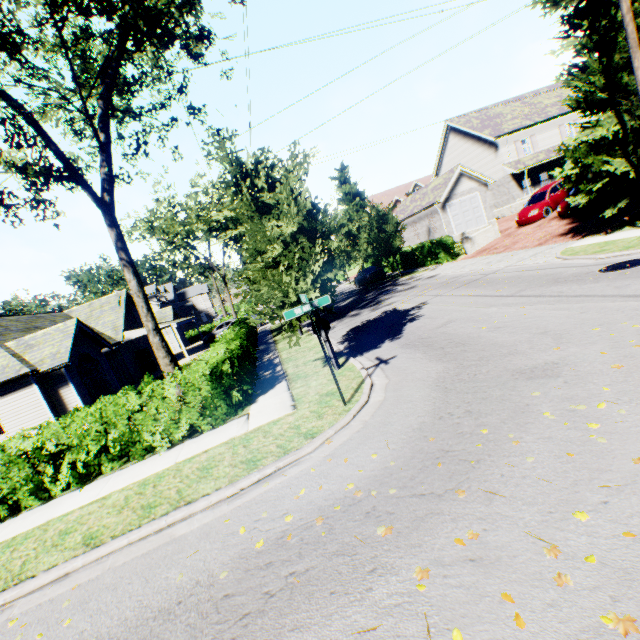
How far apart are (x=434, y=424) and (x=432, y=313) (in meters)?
7.30

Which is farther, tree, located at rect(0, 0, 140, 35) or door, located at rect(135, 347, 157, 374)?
door, located at rect(135, 347, 157, 374)

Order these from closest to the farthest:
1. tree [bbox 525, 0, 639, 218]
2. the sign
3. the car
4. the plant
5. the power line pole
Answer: the plant < the sign < the power line pole < tree [bbox 525, 0, 639, 218] < the car

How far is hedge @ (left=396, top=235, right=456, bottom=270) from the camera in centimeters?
2383cm

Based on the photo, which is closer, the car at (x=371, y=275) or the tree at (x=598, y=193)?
the tree at (x=598, y=193)

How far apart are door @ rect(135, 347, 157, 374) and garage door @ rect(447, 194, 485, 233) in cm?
2900

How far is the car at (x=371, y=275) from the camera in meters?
28.5 m

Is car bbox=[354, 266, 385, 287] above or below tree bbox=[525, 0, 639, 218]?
below
